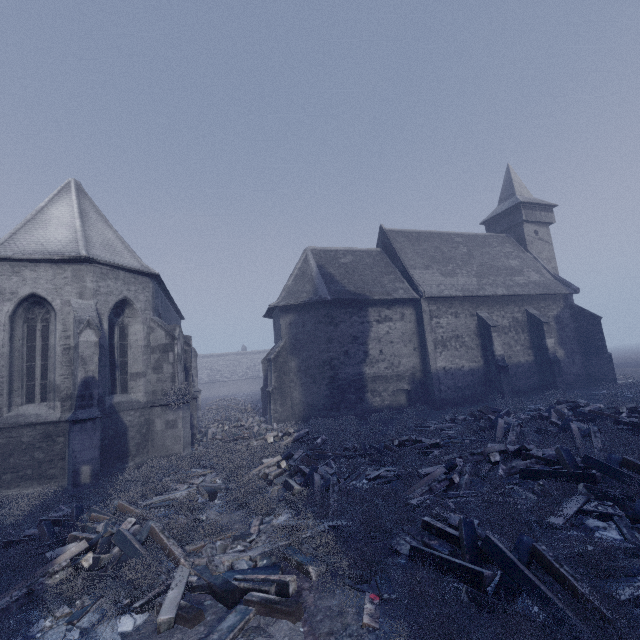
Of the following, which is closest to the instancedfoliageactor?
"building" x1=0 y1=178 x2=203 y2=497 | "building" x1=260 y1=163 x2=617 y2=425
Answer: "building" x1=0 y1=178 x2=203 y2=497

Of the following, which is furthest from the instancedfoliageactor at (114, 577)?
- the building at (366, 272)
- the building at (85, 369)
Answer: the building at (366, 272)

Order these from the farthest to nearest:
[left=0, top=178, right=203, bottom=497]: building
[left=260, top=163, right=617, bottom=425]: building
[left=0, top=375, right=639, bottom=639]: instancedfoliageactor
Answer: [left=260, top=163, right=617, bottom=425]: building
[left=0, top=178, right=203, bottom=497]: building
[left=0, top=375, right=639, bottom=639]: instancedfoliageactor

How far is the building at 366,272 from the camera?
18.88m

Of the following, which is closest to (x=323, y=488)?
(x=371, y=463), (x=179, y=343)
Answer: (x=371, y=463)

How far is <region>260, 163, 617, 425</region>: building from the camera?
18.88m

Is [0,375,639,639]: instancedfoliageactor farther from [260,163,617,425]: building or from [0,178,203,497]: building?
[260,163,617,425]: building
